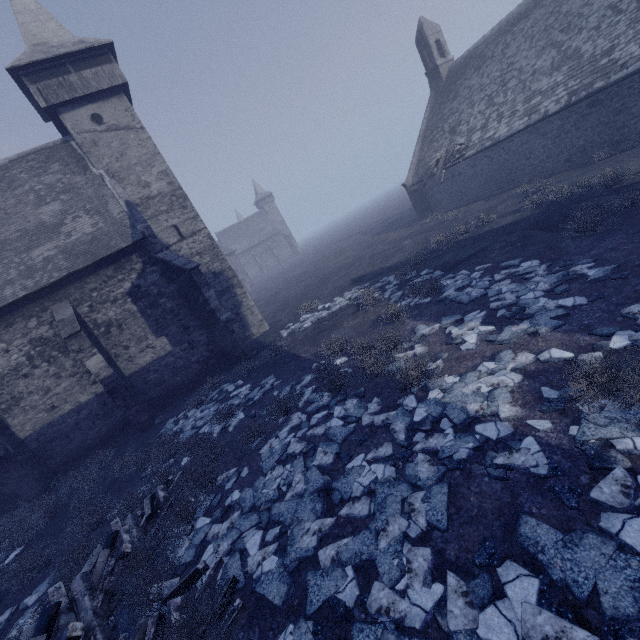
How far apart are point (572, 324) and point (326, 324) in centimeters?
899cm

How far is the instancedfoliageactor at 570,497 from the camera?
3.34m

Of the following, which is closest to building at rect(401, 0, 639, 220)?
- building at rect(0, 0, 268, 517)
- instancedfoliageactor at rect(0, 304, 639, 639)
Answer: instancedfoliageactor at rect(0, 304, 639, 639)

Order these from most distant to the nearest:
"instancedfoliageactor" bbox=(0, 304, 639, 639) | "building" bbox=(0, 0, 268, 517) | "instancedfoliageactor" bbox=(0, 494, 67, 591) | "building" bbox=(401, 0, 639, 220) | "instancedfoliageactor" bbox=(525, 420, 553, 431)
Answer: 1. "building" bbox=(401, 0, 639, 220)
2. "building" bbox=(0, 0, 268, 517)
3. "instancedfoliageactor" bbox=(0, 494, 67, 591)
4. "instancedfoliageactor" bbox=(525, 420, 553, 431)
5. "instancedfoliageactor" bbox=(0, 304, 639, 639)

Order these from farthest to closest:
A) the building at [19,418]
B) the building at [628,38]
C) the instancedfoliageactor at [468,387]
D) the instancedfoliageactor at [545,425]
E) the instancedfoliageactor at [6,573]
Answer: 1. the building at [628,38]
2. the building at [19,418]
3. the instancedfoliageactor at [6,573]
4. the instancedfoliageactor at [545,425]
5. the instancedfoliageactor at [468,387]

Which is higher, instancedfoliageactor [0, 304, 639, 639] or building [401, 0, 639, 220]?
building [401, 0, 639, 220]

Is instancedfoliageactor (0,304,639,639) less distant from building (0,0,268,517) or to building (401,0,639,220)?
building (0,0,268,517)
